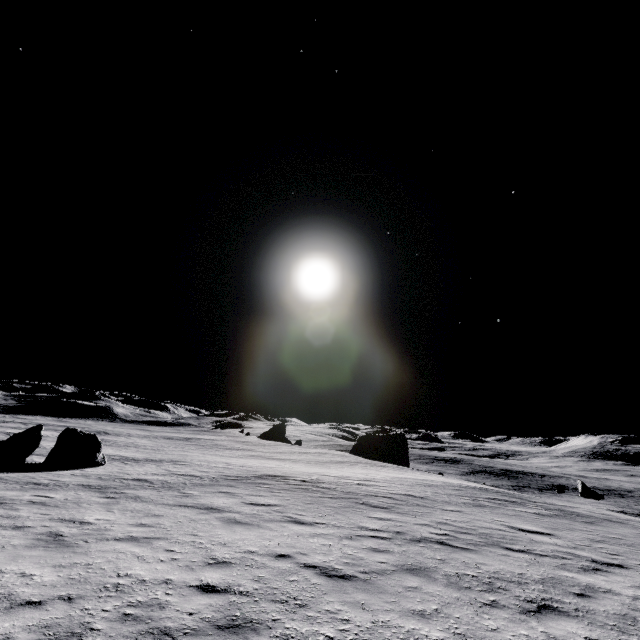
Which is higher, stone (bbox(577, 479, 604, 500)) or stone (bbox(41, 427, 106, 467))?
stone (bbox(41, 427, 106, 467))

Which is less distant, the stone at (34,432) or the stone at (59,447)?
the stone at (34,432)

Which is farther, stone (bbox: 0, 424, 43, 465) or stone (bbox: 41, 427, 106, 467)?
stone (bbox: 41, 427, 106, 467)

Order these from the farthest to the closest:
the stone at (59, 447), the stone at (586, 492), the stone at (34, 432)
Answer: the stone at (586, 492) < the stone at (59, 447) < the stone at (34, 432)

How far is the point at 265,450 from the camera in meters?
54.5 m

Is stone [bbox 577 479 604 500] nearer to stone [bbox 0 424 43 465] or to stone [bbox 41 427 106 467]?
stone [bbox 41 427 106 467]

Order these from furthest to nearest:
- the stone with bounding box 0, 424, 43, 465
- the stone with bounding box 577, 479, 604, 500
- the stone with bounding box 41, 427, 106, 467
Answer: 1. the stone with bounding box 577, 479, 604, 500
2. the stone with bounding box 41, 427, 106, 467
3. the stone with bounding box 0, 424, 43, 465

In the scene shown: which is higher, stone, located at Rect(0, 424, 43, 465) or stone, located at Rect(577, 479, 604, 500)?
stone, located at Rect(0, 424, 43, 465)
